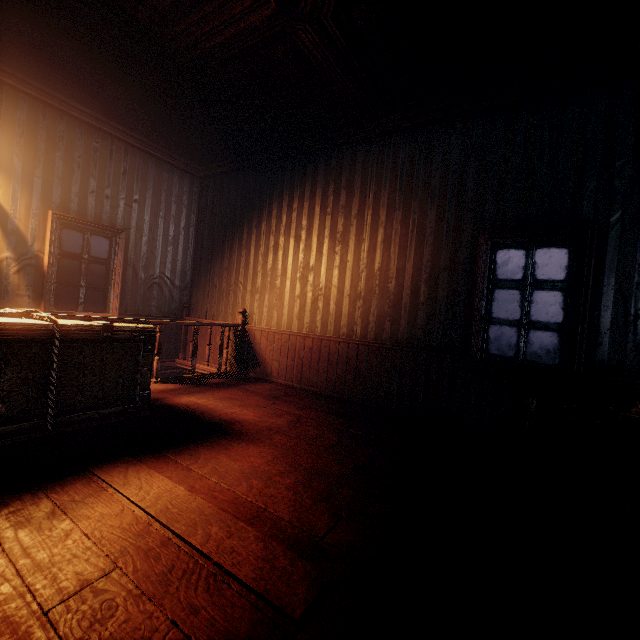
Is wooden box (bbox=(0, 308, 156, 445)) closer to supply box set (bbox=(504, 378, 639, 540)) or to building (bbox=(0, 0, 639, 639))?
building (bbox=(0, 0, 639, 639))

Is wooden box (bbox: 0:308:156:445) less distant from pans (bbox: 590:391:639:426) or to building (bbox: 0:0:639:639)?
building (bbox: 0:0:639:639)

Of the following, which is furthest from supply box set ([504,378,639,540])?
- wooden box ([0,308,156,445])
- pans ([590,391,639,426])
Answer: wooden box ([0,308,156,445])

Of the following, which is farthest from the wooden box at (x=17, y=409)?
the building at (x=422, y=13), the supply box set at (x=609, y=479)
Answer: the supply box set at (x=609, y=479)

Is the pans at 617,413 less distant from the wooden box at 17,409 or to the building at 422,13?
the building at 422,13

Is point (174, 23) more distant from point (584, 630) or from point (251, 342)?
point (584, 630)

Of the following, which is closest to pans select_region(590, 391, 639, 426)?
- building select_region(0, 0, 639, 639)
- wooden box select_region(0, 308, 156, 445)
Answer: building select_region(0, 0, 639, 639)

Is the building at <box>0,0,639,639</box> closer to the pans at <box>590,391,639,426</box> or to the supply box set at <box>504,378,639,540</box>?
the supply box set at <box>504,378,639,540</box>
